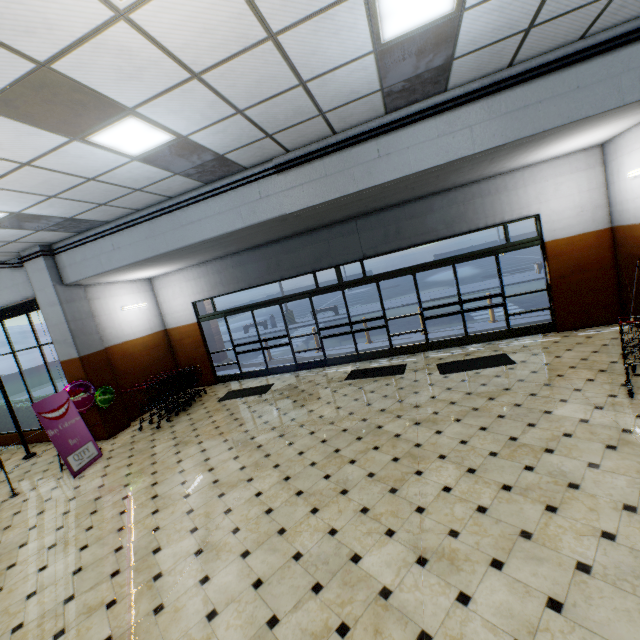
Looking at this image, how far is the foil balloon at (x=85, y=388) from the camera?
7.29m

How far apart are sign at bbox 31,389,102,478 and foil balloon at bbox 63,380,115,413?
0.10m

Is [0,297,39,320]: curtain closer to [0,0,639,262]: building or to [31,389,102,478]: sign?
[0,0,639,262]: building

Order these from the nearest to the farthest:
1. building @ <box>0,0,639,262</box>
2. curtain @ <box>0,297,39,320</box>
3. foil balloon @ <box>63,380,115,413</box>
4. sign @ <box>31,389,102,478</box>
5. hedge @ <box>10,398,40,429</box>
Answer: building @ <box>0,0,639,262</box>, sign @ <box>31,389,102,478</box>, foil balloon @ <box>63,380,115,413</box>, curtain @ <box>0,297,39,320</box>, hedge @ <box>10,398,40,429</box>

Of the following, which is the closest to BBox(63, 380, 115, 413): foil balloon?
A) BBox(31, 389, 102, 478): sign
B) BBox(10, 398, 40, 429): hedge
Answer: BBox(31, 389, 102, 478): sign

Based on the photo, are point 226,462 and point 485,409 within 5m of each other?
yes

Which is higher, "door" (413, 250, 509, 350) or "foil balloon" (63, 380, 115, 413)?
"foil balloon" (63, 380, 115, 413)

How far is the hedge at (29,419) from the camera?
9.48m
